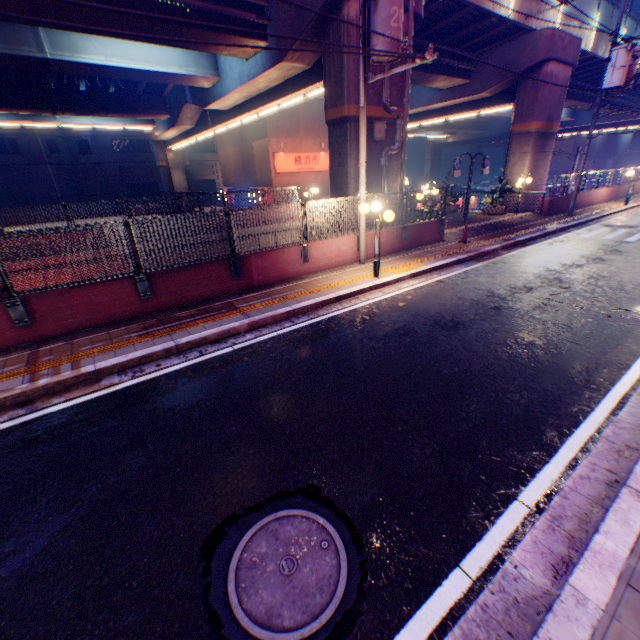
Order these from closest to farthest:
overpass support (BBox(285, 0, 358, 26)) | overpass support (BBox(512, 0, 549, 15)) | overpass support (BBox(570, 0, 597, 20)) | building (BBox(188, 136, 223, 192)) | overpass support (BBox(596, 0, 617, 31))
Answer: overpass support (BBox(285, 0, 358, 26))
overpass support (BBox(512, 0, 549, 15))
overpass support (BBox(570, 0, 597, 20))
overpass support (BBox(596, 0, 617, 31))
building (BBox(188, 136, 223, 192))

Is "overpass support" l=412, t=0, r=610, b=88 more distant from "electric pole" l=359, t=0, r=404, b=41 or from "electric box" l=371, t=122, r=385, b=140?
"electric pole" l=359, t=0, r=404, b=41

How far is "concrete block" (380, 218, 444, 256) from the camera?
Result: 12.0m

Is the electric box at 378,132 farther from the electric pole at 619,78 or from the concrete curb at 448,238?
the electric pole at 619,78

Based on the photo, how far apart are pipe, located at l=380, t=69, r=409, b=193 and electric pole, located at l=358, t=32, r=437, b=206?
2.2m

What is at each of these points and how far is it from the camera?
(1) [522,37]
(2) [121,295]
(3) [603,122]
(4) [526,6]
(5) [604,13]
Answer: (1) overpass support, 17.2m
(2) concrete block, 7.4m
(3) overpass support, 38.4m
(4) overpass support, 15.8m
(5) overpass support, 20.2m

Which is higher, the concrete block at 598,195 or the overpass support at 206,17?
the overpass support at 206,17

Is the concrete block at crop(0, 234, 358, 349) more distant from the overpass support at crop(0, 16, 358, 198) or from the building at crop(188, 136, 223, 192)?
the building at crop(188, 136, 223, 192)
